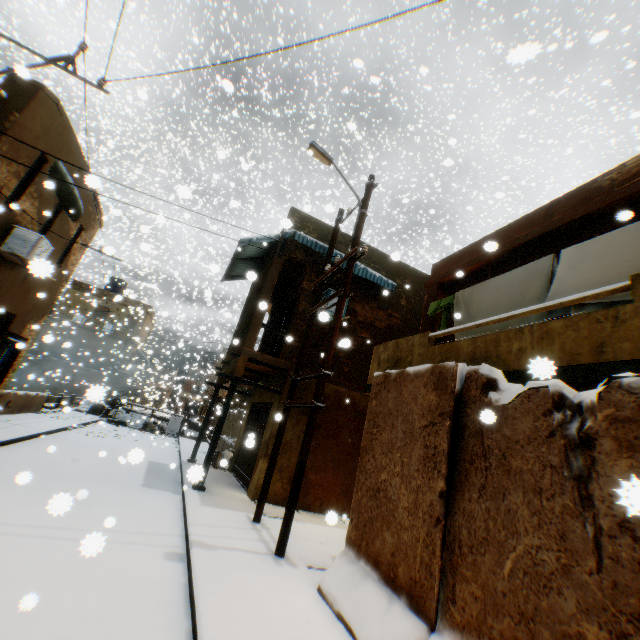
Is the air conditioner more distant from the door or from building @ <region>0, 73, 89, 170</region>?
the door

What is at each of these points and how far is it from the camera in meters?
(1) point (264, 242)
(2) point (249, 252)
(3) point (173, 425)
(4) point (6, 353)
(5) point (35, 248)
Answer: (1) awning, 10.9 m
(2) awning, 12.3 m
(3) shutter, 23.1 m
(4) door, 11.0 m
(5) air conditioner, 8.8 m

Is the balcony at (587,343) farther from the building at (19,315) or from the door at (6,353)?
the door at (6,353)

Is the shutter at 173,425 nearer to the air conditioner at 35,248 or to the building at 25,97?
the building at 25,97

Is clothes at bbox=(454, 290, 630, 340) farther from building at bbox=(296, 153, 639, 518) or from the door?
the door

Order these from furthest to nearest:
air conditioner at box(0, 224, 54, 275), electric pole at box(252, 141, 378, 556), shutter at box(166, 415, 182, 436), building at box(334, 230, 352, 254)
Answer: shutter at box(166, 415, 182, 436)
building at box(334, 230, 352, 254)
air conditioner at box(0, 224, 54, 275)
electric pole at box(252, 141, 378, 556)

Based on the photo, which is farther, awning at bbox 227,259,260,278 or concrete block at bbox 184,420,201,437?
concrete block at bbox 184,420,201,437

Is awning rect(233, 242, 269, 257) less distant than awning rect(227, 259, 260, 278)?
No
